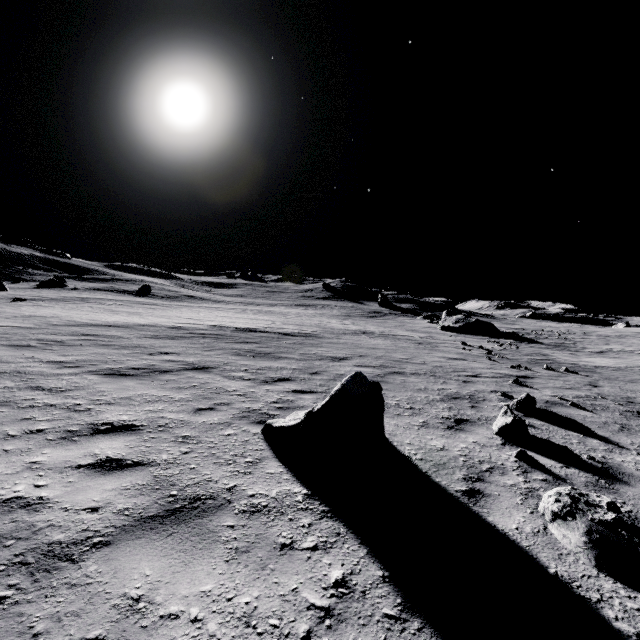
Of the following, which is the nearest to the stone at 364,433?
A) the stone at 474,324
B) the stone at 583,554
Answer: the stone at 583,554

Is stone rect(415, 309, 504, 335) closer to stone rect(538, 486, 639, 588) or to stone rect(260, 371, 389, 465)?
stone rect(260, 371, 389, 465)

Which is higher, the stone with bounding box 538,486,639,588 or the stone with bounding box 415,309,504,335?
the stone with bounding box 415,309,504,335

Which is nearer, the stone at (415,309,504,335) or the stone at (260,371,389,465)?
the stone at (260,371,389,465)

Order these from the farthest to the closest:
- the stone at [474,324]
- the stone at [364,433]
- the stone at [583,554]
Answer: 1. the stone at [474,324]
2. the stone at [364,433]
3. the stone at [583,554]

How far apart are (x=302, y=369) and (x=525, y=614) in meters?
7.6

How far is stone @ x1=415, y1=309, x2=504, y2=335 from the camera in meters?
34.5 m
